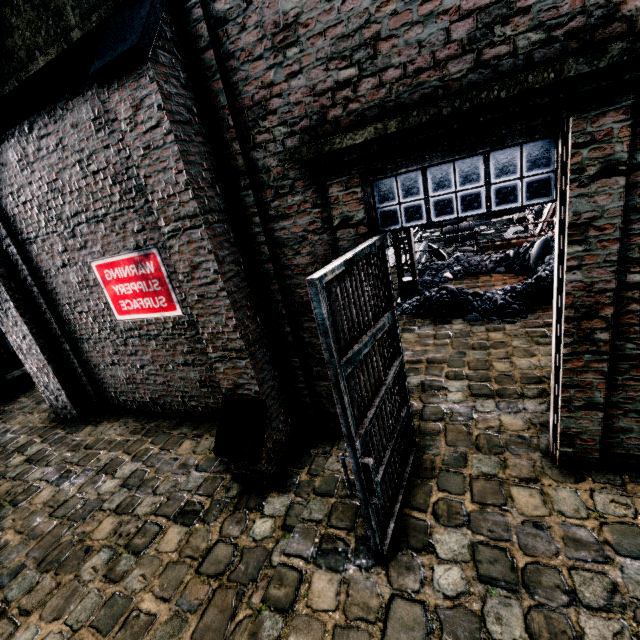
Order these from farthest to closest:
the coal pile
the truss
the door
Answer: the truss
the coal pile
the door

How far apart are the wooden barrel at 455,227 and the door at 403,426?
25.74m

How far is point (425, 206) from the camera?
3.5m

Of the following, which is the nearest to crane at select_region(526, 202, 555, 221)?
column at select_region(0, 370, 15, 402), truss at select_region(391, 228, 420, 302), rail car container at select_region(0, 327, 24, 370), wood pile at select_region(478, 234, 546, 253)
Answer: wood pile at select_region(478, 234, 546, 253)

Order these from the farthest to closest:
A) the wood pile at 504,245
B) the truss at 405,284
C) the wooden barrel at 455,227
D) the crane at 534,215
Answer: the wooden barrel at 455,227 → the crane at 534,215 → the wood pile at 504,245 → the truss at 405,284

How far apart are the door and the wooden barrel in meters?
25.7

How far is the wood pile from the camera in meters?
15.5

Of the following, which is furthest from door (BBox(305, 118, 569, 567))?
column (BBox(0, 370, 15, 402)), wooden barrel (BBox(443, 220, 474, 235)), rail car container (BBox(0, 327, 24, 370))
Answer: wooden barrel (BBox(443, 220, 474, 235))
